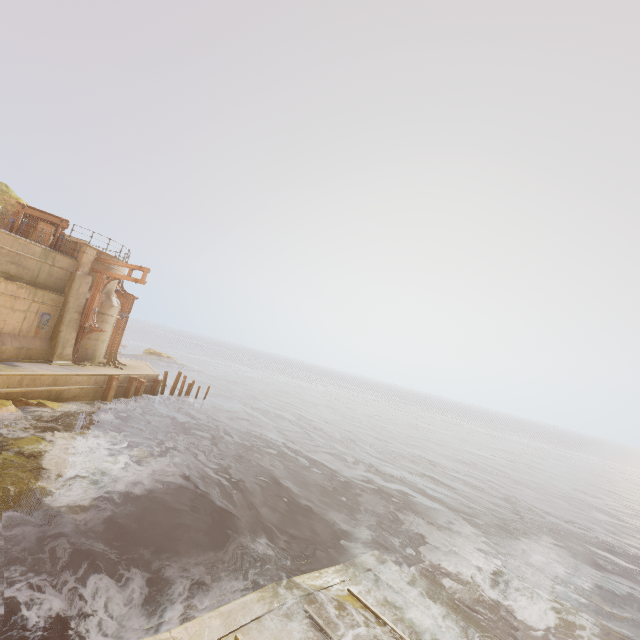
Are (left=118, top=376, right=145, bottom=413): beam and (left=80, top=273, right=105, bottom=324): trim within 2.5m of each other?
no

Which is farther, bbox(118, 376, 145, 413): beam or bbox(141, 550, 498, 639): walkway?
bbox(118, 376, 145, 413): beam

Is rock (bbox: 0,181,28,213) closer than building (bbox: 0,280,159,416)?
No

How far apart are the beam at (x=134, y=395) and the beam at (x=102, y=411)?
1.27m

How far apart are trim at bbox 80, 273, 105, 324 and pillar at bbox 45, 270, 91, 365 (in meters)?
0.13

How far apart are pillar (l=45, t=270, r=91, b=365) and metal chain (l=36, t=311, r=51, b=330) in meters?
0.4

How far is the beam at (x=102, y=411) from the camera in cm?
1848

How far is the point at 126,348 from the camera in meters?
58.9 m
